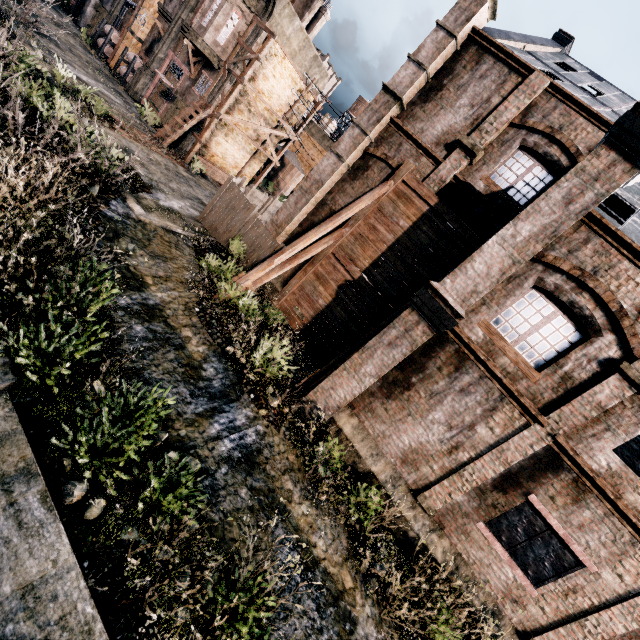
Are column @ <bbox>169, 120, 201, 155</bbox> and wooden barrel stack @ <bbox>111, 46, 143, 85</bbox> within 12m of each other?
yes

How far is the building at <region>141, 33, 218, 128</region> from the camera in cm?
2342

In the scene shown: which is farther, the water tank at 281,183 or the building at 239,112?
the water tank at 281,183

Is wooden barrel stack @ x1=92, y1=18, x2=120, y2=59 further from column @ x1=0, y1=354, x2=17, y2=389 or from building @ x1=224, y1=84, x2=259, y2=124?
column @ x1=0, y1=354, x2=17, y2=389

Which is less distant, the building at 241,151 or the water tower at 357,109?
the building at 241,151

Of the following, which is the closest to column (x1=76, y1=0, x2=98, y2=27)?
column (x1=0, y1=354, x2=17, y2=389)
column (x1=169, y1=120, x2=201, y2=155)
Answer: column (x1=169, y1=120, x2=201, y2=155)

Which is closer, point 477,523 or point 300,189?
point 477,523

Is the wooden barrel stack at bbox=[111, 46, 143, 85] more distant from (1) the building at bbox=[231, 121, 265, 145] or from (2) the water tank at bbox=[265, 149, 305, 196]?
(2) the water tank at bbox=[265, 149, 305, 196]
